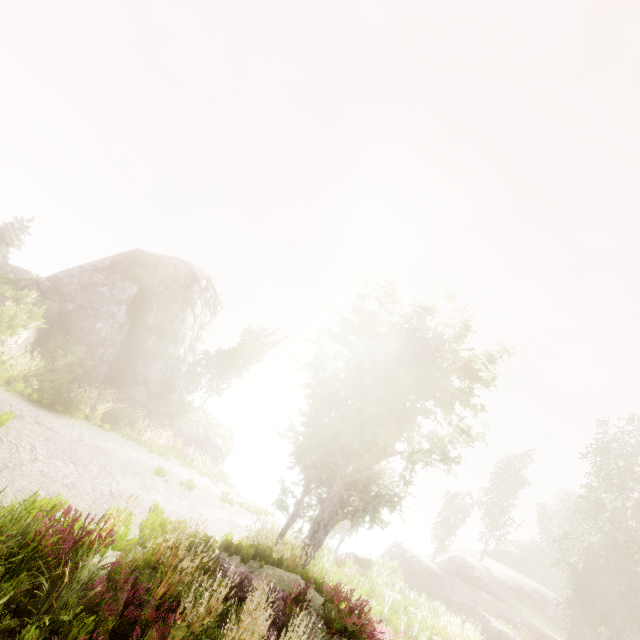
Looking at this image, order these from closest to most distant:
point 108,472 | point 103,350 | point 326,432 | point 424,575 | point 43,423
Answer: point 108,472
point 43,423
point 326,432
point 103,350
point 424,575

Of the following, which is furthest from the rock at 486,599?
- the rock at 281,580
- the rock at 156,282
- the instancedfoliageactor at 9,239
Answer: the rock at 156,282

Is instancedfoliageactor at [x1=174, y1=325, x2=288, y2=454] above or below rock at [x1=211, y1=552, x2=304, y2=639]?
above

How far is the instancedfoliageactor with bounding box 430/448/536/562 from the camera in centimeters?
3556cm

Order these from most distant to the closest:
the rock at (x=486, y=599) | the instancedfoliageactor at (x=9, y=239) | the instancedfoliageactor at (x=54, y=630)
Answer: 1. the rock at (x=486, y=599)
2. the instancedfoliageactor at (x=9, y=239)
3. the instancedfoliageactor at (x=54, y=630)

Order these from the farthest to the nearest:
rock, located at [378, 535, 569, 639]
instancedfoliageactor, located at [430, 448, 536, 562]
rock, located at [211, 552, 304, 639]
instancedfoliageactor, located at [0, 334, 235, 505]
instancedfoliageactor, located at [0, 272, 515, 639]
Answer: instancedfoliageactor, located at [430, 448, 536, 562]
rock, located at [378, 535, 569, 639]
instancedfoliageactor, located at [0, 334, 235, 505]
rock, located at [211, 552, 304, 639]
instancedfoliageactor, located at [0, 272, 515, 639]

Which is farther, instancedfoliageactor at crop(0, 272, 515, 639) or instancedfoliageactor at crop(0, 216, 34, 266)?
instancedfoliageactor at crop(0, 216, 34, 266)
